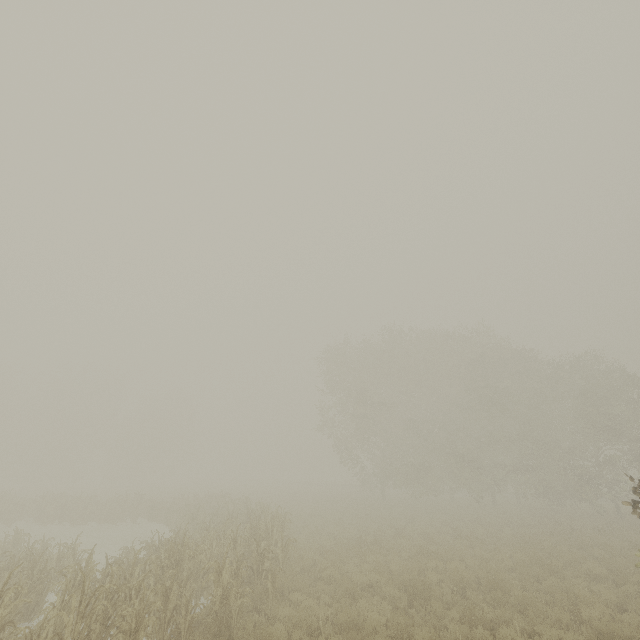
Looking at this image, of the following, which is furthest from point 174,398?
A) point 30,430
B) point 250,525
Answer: point 250,525
